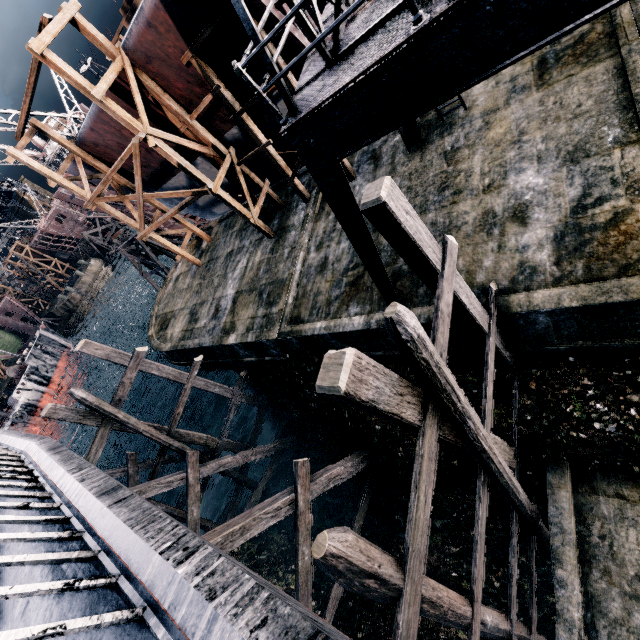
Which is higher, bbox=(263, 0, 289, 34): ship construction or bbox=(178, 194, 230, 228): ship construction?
bbox=(263, 0, 289, 34): ship construction

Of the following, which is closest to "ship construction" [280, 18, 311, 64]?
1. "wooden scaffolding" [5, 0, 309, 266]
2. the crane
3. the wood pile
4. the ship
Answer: "wooden scaffolding" [5, 0, 309, 266]

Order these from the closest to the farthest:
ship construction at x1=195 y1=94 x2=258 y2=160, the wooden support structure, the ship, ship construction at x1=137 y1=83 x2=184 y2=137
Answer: the ship
ship construction at x1=137 y1=83 x2=184 y2=137
ship construction at x1=195 y1=94 x2=258 y2=160
the wooden support structure

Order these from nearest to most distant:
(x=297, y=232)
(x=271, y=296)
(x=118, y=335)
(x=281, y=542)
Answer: (x=271, y=296) < (x=297, y=232) < (x=281, y=542) < (x=118, y=335)

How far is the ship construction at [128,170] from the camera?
19.5 meters

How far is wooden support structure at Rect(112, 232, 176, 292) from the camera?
33.50m

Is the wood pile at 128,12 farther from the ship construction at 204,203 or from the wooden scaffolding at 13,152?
the wooden scaffolding at 13,152

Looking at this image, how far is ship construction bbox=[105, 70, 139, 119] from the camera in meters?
13.8 m
